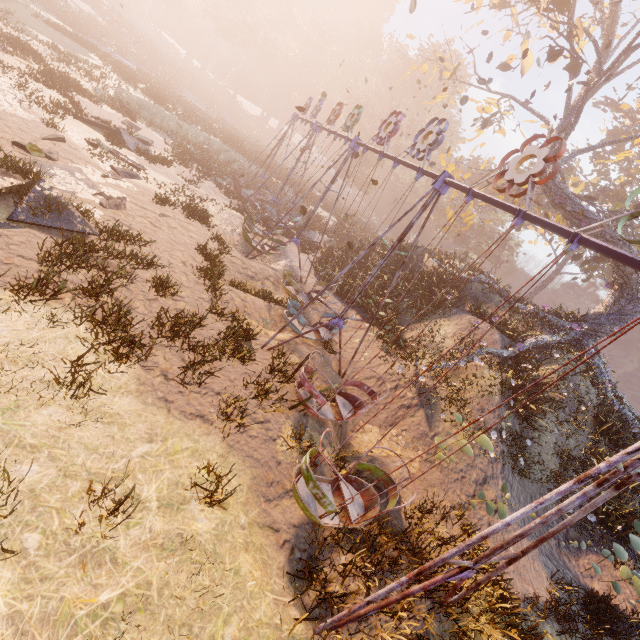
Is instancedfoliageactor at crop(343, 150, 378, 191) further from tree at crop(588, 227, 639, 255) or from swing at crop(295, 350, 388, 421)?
tree at crop(588, 227, 639, 255)

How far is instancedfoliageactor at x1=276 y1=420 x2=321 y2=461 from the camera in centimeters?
652cm

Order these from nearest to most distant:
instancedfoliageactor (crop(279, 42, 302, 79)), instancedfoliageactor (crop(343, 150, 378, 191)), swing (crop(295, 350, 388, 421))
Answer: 1. swing (crop(295, 350, 388, 421))
2. instancedfoliageactor (crop(343, 150, 378, 191))
3. instancedfoliageactor (crop(279, 42, 302, 79))

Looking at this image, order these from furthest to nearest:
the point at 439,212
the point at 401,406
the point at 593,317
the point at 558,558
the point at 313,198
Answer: the point at 439,212 → the point at 313,198 → the point at 593,317 → the point at 401,406 → the point at 558,558

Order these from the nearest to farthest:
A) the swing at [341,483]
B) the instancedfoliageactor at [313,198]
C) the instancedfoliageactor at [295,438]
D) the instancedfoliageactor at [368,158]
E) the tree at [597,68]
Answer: the swing at [341,483] < the instancedfoliageactor at [295,438] < the tree at [597,68] < the instancedfoliageactor at [313,198] < the instancedfoliageactor at [368,158]

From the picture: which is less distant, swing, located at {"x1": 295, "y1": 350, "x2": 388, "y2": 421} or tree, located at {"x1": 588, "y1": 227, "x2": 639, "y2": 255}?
swing, located at {"x1": 295, "y1": 350, "x2": 388, "y2": 421}

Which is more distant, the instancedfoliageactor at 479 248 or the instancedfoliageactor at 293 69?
the instancedfoliageactor at 293 69

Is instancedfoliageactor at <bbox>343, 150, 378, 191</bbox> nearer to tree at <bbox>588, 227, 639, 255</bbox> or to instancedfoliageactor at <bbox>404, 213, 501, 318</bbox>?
instancedfoliageactor at <bbox>404, 213, 501, 318</bbox>
